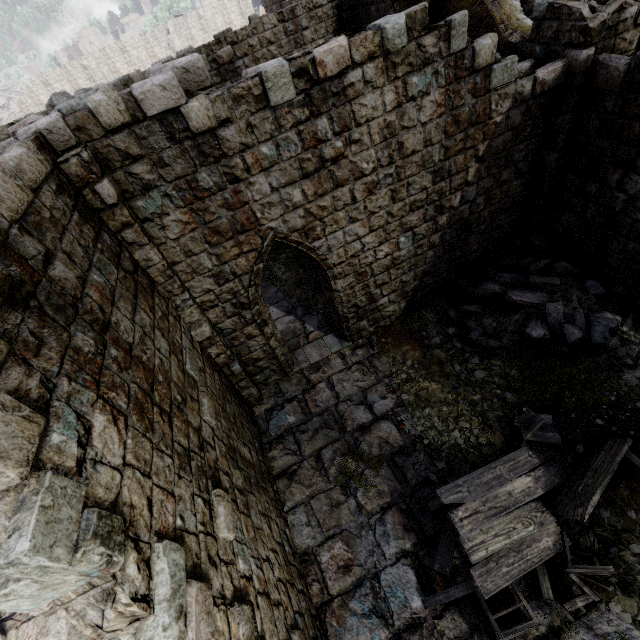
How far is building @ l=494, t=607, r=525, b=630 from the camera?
4.9 meters

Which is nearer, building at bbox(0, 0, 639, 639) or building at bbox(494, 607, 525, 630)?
building at bbox(0, 0, 639, 639)

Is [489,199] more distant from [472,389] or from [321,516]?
[321,516]

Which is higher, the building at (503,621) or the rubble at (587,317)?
the rubble at (587,317)

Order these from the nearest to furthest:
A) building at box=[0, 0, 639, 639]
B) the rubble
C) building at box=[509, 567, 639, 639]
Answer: building at box=[0, 0, 639, 639] < building at box=[509, 567, 639, 639] < the rubble

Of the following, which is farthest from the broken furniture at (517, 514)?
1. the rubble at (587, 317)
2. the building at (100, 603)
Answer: the rubble at (587, 317)

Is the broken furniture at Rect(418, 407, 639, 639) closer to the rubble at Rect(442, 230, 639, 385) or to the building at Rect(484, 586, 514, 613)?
the building at Rect(484, 586, 514, 613)
